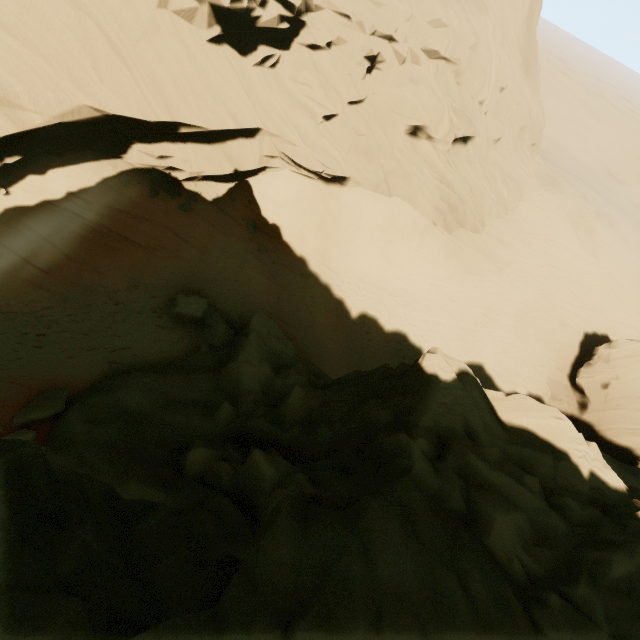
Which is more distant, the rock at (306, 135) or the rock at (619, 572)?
the rock at (306, 135)

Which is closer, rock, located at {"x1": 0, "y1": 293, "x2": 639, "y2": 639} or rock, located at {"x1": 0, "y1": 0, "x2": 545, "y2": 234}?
rock, located at {"x1": 0, "y1": 293, "x2": 639, "y2": 639}

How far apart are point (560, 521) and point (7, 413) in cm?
1507
